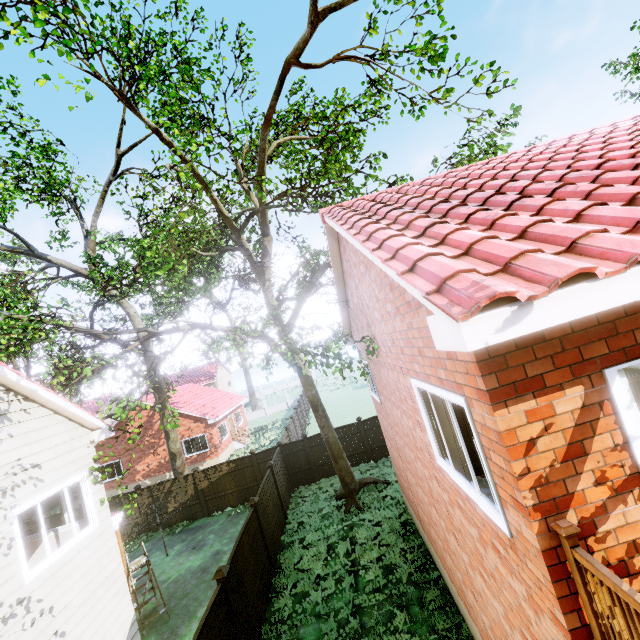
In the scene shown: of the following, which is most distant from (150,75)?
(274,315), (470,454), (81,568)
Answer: (470,454)

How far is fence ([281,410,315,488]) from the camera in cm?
1694

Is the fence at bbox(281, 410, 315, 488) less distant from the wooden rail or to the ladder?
the ladder

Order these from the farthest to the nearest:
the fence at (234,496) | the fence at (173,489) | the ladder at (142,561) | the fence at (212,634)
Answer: the fence at (173,489), the fence at (234,496), the ladder at (142,561), the fence at (212,634)

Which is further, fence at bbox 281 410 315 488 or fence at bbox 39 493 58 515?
fence at bbox 39 493 58 515

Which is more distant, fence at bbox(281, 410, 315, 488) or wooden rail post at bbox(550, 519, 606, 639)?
fence at bbox(281, 410, 315, 488)

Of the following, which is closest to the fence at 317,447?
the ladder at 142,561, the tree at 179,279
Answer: the tree at 179,279

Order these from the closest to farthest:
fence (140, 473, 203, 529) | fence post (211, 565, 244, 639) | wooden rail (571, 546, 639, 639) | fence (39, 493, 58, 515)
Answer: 1. wooden rail (571, 546, 639, 639)
2. fence post (211, 565, 244, 639)
3. fence (140, 473, 203, 529)
4. fence (39, 493, 58, 515)
